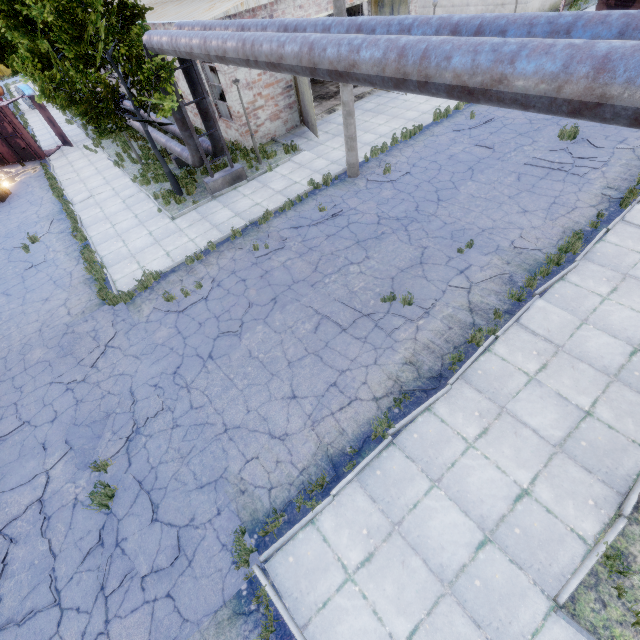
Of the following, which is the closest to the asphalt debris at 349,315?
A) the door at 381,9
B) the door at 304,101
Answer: the door at 304,101

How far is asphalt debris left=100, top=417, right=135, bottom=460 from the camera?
6.8m

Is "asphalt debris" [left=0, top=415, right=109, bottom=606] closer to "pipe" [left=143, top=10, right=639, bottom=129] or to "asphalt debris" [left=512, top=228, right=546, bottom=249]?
"pipe" [left=143, top=10, right=639, bottom=129]

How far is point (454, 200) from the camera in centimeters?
1082cm

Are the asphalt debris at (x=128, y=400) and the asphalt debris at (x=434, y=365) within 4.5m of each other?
no

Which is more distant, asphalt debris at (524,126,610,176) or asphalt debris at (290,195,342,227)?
asphalt debris at (290,195,342,227)

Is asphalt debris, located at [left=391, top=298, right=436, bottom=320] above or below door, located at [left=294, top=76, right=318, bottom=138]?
below

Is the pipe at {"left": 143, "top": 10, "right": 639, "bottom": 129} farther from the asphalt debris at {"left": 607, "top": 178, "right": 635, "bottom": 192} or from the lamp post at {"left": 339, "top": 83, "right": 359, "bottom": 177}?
the asphalt debris at {"left": 607, "top": 178, "right": 635, "bottom": 192}
